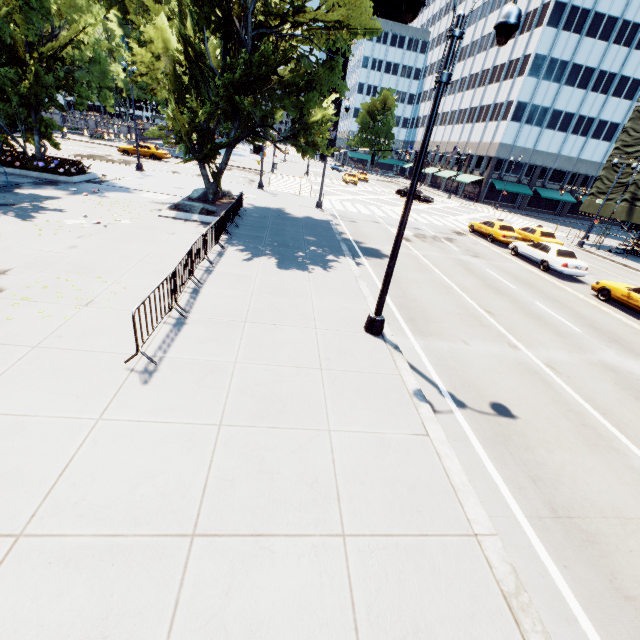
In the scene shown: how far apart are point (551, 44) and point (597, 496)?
62.2 meters

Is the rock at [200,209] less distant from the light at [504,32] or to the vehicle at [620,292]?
the light at [504,32]

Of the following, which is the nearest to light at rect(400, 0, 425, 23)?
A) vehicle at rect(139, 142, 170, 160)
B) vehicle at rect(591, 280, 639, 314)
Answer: vehicle at rect(591, 280, 639, 314)

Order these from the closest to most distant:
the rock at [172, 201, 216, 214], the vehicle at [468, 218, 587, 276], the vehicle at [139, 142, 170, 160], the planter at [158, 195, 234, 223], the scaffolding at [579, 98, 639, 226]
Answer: the planter at [158, 195, 234, 223] < the rock at [172, 201, 216, 214] < the vehicle at [468, 218, 587, 276] < the scaffolding at [579, 98, 639, 226] < the vehicle at [139, 142, 170, 160]

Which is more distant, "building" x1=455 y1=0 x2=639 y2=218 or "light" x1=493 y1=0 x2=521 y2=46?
"building" x1=455 y1=0 x2=639 y2=218

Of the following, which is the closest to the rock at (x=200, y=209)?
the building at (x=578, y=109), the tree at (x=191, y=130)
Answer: the tree at (x=191, y=130)

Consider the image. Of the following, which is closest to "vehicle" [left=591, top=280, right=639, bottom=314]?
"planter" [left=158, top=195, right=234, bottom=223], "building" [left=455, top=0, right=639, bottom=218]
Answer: "planter" [left=158, top=195, right=234, bottom=223]

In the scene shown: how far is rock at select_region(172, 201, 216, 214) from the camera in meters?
16.5 m
